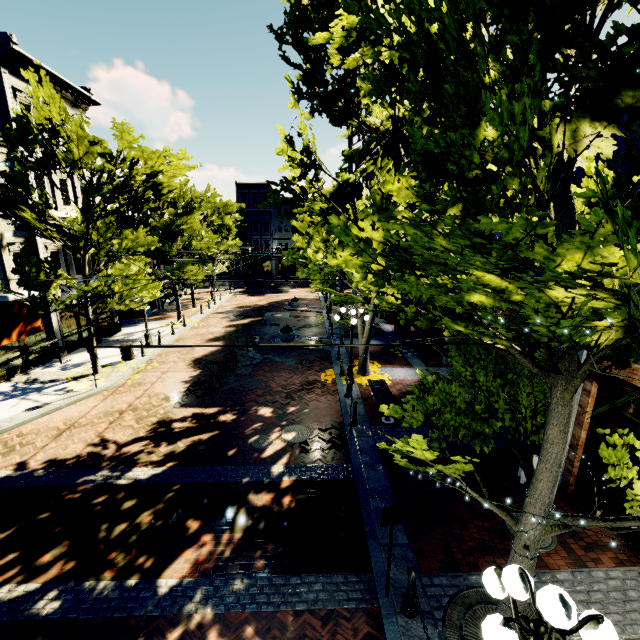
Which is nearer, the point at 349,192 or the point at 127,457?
the point at 127,457

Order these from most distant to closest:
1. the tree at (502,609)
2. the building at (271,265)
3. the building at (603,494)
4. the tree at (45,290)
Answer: the building at (271,265)
the tree at (45,290)
the building at (603,494)
the tree at (502,609)

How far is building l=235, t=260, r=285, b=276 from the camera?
51.3 meters

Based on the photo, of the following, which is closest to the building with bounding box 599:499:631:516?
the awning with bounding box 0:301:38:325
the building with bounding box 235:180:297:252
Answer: the awning with bounding box 0:301:38:325

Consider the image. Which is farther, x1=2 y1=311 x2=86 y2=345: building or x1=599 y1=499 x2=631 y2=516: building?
x1=2 y1=311 x2=86 y2=345: building

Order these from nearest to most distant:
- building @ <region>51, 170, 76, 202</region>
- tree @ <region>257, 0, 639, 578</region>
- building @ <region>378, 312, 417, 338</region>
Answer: tree @ <region>257, 0, 639, 578</region>
building @ <region>51, 170, 76, 202</region>
building @ <region>378, 312, 417, 338</region>

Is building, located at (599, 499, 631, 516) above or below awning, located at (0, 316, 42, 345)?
below

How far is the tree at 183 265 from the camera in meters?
21.9 m
